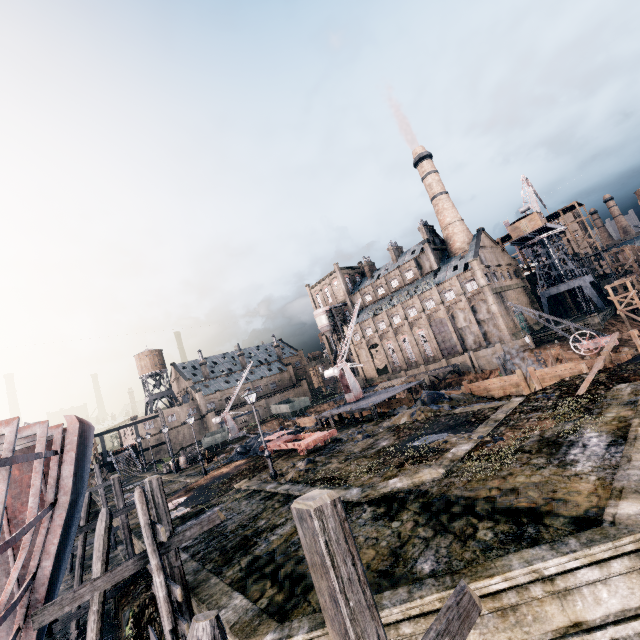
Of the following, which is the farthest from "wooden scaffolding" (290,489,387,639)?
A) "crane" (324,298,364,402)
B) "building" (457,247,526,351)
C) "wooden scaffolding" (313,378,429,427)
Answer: "building" (457,247,526,351)

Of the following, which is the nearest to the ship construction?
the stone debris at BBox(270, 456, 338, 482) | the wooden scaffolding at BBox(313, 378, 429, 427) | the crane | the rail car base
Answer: the stone debris at BBox(270, 456, 338, 482)

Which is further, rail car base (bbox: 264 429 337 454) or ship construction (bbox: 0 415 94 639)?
rail car base (bbox: 264 429 337 454)

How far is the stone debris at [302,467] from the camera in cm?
1842

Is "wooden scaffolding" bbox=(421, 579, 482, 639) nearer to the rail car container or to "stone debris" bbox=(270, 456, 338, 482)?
"stone debris" bbox=(270, 456, 338, 482)

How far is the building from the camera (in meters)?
55.44

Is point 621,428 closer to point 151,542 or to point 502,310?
point 151,542

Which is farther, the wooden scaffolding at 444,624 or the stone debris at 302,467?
the stone debris at 302,467
